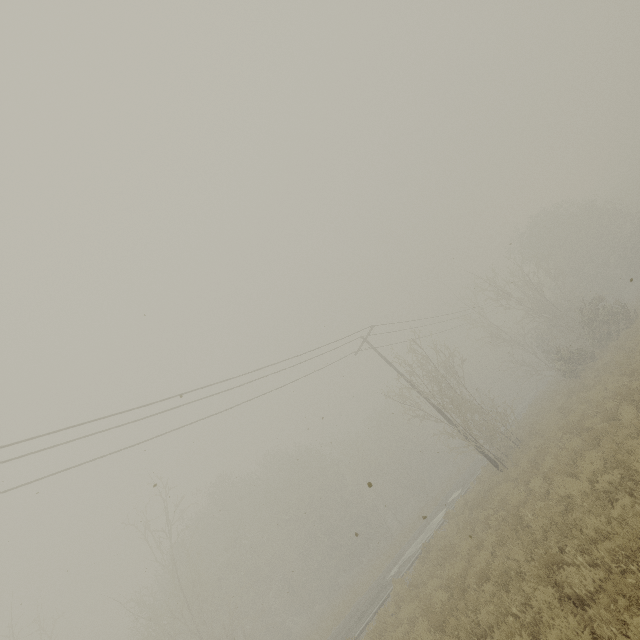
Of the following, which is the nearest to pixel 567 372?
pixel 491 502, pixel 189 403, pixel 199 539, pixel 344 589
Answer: pixel 491 502
